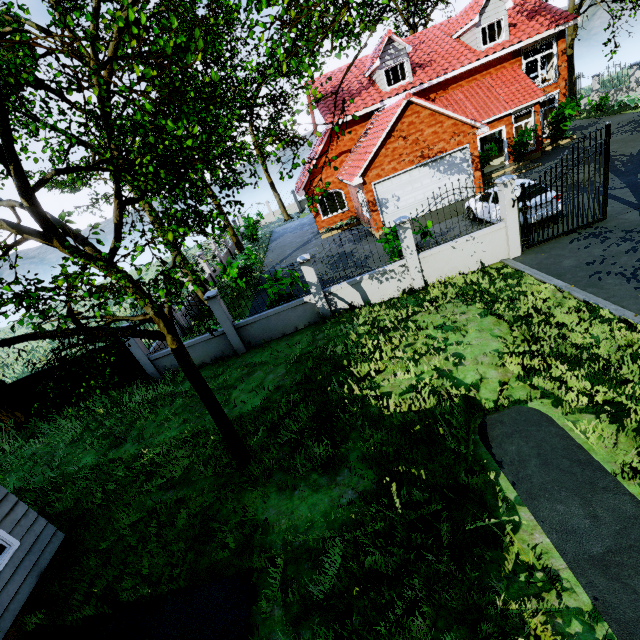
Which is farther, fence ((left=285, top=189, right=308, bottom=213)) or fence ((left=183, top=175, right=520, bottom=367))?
fence ((left=285, top=189, right=308, bottom=213))

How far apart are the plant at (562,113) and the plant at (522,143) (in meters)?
2.74

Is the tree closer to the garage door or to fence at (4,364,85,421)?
fence at (4,364,85,421)

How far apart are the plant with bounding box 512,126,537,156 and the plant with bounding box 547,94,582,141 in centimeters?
274cm

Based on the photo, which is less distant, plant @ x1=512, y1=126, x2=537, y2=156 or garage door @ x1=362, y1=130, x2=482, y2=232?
garage door @ x1=362, y1=130, x2=482, y2=232

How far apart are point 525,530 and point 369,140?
17.81m

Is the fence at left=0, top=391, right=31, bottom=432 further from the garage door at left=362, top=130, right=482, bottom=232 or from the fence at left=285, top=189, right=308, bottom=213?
the fence at left=285, top=189, right=308, bottom=213

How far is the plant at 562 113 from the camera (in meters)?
19.48
